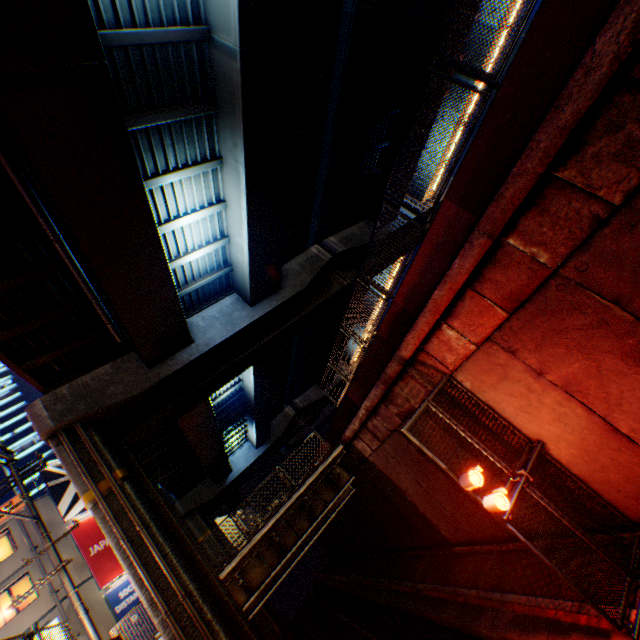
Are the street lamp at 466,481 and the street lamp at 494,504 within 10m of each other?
yes

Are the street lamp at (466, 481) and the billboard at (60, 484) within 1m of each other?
no

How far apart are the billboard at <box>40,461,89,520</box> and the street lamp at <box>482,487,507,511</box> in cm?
2512

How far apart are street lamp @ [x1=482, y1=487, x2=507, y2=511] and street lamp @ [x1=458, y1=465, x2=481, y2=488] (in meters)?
0.33

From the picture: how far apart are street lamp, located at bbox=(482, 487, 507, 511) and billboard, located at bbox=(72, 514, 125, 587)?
23.1m

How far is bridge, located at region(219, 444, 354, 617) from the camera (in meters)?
13.11

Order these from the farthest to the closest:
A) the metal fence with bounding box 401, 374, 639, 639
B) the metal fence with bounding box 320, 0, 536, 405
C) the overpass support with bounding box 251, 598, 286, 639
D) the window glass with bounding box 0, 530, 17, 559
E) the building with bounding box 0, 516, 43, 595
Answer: the overpass support with bounding box 251, 598, 286, 639
the window glass with bounding box 0, 530, 17, 559
the building with bounding box 0, 516, 43, 595
the metal fence with bounding box 401, 374, 639, 639
the metal fence with bounding box 320, 0, 536, 405

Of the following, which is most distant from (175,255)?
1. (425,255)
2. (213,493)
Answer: (213,493)
